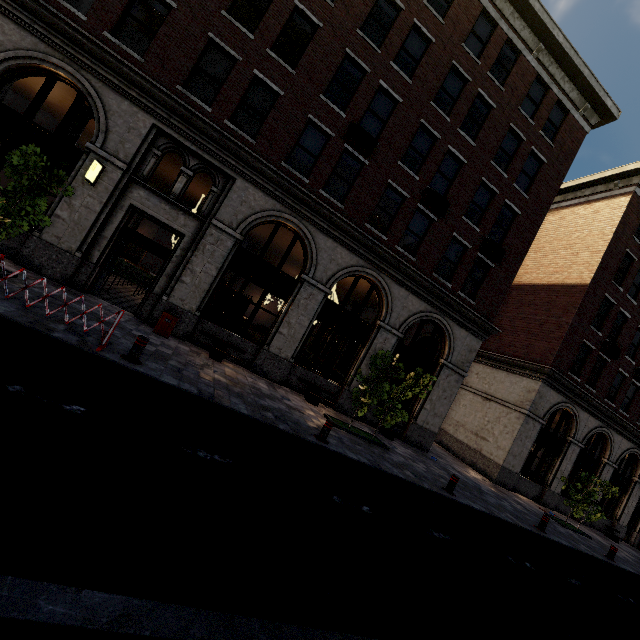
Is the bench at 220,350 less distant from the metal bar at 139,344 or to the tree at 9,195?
the metal bar at 139,344

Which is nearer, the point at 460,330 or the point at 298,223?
the point at 298,223

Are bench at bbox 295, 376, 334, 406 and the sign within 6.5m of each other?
no

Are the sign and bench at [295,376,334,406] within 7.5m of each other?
no

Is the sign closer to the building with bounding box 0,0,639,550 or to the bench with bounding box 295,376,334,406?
the building with bounding box 0,0,639,550

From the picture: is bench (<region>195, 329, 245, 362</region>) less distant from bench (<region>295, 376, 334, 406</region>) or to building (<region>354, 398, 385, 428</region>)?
building (<region>354, 398, 385, 428</region>)

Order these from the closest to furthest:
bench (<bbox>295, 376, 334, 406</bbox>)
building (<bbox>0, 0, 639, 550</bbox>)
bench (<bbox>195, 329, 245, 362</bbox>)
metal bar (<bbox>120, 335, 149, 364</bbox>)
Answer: metal bar (<bbox>120, 335, 149, 364</bbox>), building (<bbox>0, 0, 639, 550</bbox>), bench (<bbox>195, 329, 245, 362</bbox>), bench (<bbox>295, 376, 334, 406</bbox>)

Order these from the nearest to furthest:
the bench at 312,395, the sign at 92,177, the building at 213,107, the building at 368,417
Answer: the sign at 92,177, the building at 213,107, the bench at 312,395, the building at 368,417
